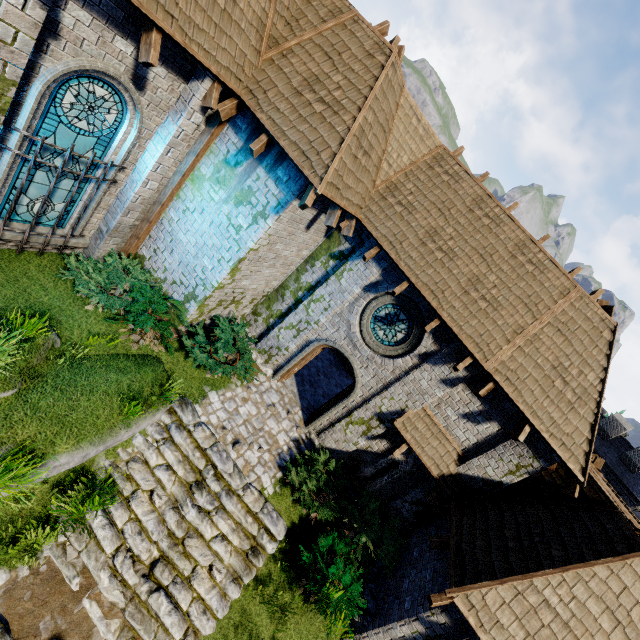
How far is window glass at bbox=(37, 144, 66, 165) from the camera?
6.26m

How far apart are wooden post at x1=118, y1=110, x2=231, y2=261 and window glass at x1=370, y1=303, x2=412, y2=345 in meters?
6.3 m

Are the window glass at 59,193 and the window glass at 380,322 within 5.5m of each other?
no

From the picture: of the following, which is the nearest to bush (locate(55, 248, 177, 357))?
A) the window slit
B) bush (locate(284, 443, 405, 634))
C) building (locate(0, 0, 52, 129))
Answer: building (locate(0, 0, 52, 129))

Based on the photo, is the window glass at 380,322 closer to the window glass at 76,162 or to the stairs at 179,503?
the stairs at 179,503

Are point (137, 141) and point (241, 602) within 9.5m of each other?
no

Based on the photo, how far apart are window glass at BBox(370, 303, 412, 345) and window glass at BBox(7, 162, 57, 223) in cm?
770
